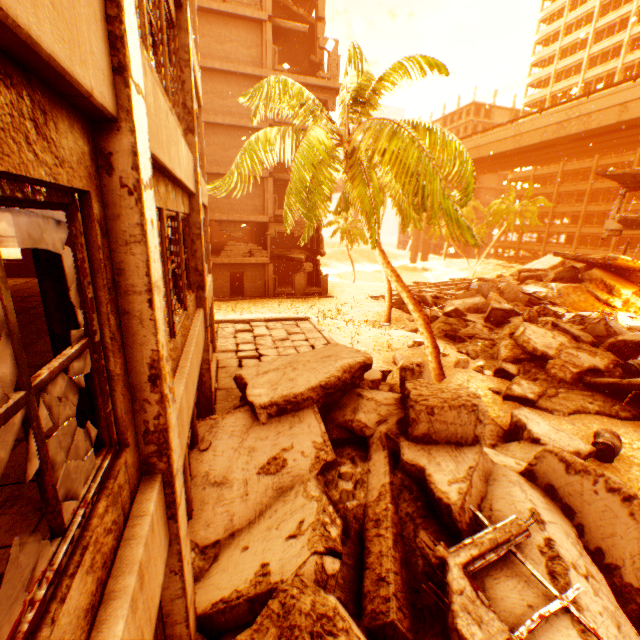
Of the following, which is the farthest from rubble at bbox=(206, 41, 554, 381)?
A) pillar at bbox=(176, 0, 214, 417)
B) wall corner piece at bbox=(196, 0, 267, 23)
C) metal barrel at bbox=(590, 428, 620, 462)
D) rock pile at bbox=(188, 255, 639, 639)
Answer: wall corner piece at bbox=(196, 0, 267, 23)

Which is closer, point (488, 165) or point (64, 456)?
point (64, 456)

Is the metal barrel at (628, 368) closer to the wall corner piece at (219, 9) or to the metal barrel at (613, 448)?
the metal barrel at (613, 448)

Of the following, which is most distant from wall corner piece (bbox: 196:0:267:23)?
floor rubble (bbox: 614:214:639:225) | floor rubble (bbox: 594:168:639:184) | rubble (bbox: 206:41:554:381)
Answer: floor rubble (bbox: 614:214:639:225)

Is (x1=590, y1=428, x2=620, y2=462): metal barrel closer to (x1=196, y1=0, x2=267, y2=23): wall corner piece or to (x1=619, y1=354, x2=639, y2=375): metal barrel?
(x1=619, y1=354, x2=639, y2=375): metal barrel

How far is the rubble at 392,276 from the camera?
8.66m

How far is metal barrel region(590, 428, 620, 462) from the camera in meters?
7.7 m

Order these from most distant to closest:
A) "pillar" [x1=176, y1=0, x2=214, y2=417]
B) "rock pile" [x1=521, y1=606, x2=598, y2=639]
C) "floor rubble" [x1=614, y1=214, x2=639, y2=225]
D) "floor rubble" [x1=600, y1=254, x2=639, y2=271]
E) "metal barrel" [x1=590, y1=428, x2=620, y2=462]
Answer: "floor rubble" [x1=614, y1=214, x2=639, y2=225] → "floor rubble" [x1=600, y1=254, x2=639, y2=271] → "metal barrel" [x1=590, y1=428, x2=620, y2=462] → "pillar" [x1=176, y1=0, x2=214, y2=417] → "rock pile" [x1=521, y1=606, x2=598, y2=639]
